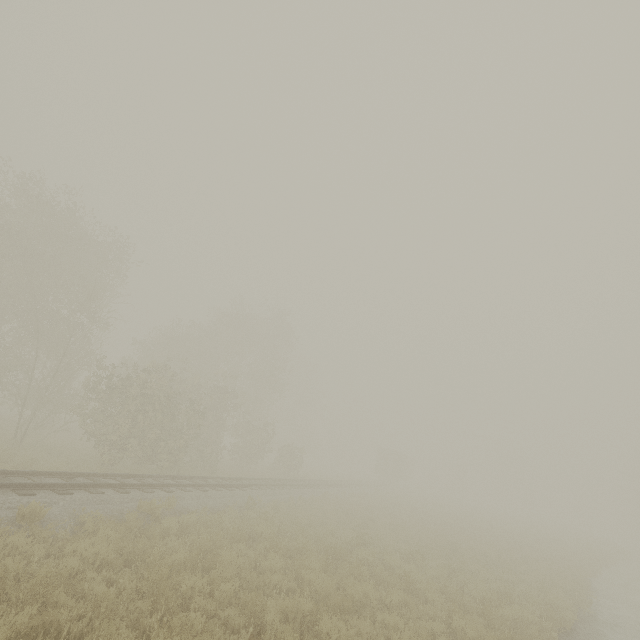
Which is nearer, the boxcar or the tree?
the tree

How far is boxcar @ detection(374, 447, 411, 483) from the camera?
47.5m

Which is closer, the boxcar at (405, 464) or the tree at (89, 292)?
the tree at (89, 292)

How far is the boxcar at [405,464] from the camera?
47.5m

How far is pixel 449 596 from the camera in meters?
9.5 m
